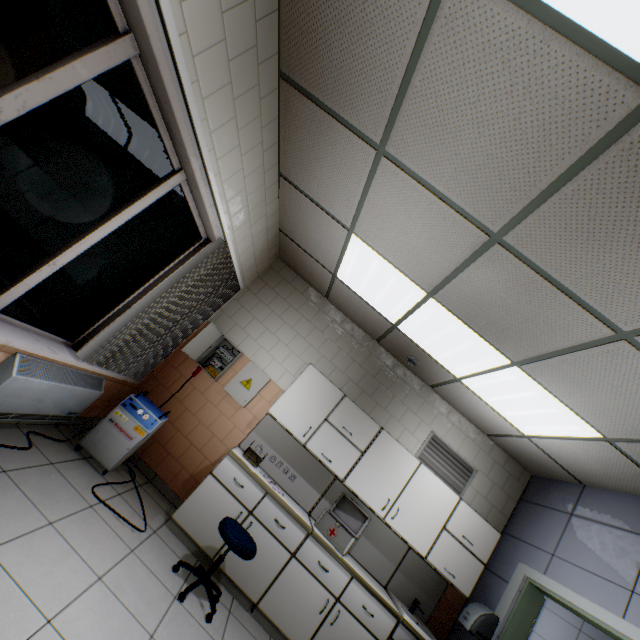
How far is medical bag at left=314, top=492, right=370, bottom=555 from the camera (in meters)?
3.48

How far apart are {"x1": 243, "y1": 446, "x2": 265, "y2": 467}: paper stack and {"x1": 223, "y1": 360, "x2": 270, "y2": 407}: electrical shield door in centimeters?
57cm

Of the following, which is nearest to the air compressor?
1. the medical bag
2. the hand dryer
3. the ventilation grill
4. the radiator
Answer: A: the radiator

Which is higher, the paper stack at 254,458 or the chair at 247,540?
the paper stack at 254,458

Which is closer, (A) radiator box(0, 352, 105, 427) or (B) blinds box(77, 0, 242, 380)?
(B) blinds box(77, 0, 242, 380)

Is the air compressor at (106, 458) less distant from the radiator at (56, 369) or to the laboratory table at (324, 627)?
the radiator at (56, 369)

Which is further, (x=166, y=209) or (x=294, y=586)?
(x=294, y=586)

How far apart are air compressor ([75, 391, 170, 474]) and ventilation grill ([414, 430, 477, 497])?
3.16m
